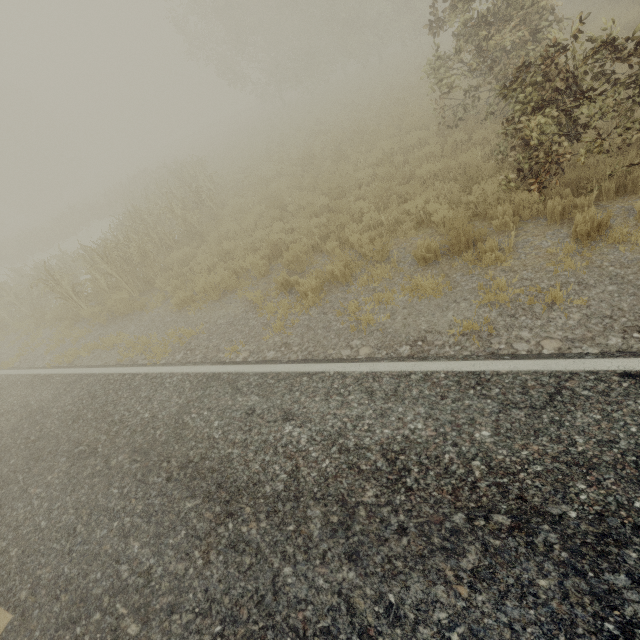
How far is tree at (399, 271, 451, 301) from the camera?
5.20m

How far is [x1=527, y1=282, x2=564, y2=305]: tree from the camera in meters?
4.2

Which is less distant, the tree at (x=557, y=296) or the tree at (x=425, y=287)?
the tree at (x=557, y=296)

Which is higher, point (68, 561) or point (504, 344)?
point (68, 561)

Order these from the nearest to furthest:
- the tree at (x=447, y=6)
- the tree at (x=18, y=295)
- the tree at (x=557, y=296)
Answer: the tree at (x=557, y=296) < the tree at (x=447, y=6) < the tree at (x=18, y=295)

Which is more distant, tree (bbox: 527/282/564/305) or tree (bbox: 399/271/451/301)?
tree (bbox: 399/271/451/301)

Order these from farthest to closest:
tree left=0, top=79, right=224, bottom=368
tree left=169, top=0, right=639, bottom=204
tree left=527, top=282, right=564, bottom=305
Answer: tree left=0, top=79, right=224, bottom=368 < tree left=169, top=0, right=639, bottom=204 < tree left=527, top=282, right=564, bottom=305

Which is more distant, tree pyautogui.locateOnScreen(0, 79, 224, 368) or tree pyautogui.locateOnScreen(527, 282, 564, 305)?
tree pyautogui.locateOnScreen(0, 79, 224, 368)
